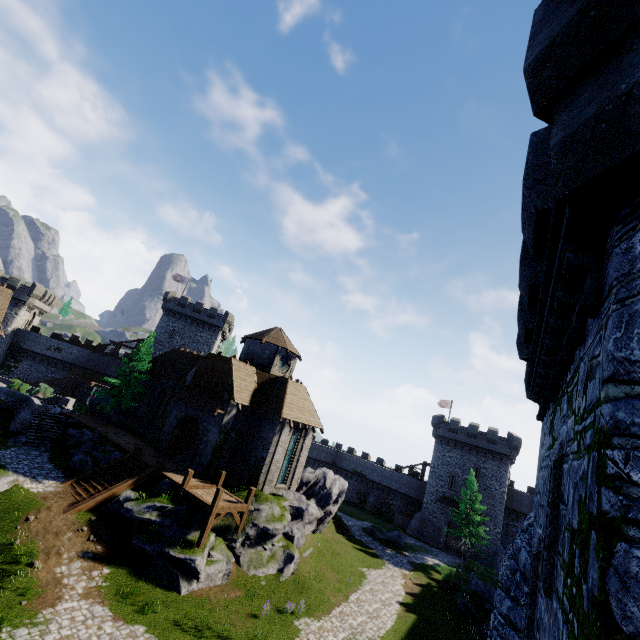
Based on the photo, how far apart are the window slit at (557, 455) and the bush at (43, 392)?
45.9m

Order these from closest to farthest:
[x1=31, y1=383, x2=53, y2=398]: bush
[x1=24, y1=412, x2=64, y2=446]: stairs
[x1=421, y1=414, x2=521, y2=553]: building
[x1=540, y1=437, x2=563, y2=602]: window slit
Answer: [x1=540, y1=437, x2=563, y2=602]: window slit → [x1=24, y1=412, x2=64, y2=446]: stairs → [x1=31, y1=383, x2=53, y2=398]: bush → [x1=421, y1=414, x2=521, y2=553]: building

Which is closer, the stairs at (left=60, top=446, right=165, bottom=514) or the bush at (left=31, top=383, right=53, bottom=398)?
the stairs at (left=60, top=446, right=165, bottom=514)

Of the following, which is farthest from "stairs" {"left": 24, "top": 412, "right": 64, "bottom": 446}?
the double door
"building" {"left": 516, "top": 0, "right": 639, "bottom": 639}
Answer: "building" {"left": 516, "top": 0, "right": 639, "bottom": 639}

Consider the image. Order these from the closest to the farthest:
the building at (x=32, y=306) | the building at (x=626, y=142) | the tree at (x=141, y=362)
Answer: the building at (x=626, y=142)
the tree at (x=141, y=362)
the building at (x=32, y=306)

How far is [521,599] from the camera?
7.9m

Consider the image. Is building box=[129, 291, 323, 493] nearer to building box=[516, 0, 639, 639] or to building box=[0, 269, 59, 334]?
building box=[516, 0, 639, 639]

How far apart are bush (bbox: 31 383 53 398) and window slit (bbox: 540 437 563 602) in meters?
45.9
